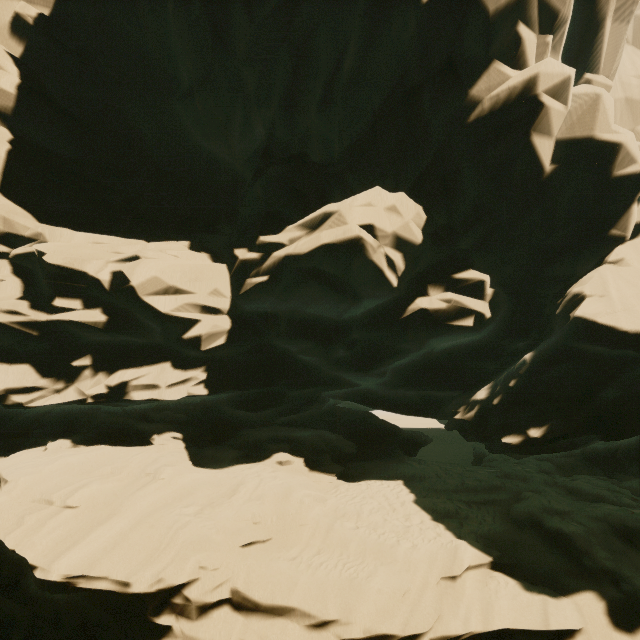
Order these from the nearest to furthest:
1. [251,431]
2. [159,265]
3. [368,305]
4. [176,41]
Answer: [159,265], [368,305], [176,41], [251,431]
